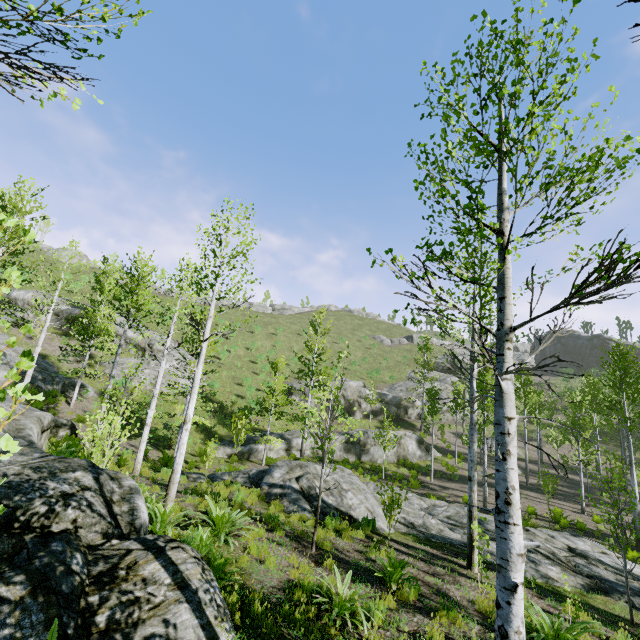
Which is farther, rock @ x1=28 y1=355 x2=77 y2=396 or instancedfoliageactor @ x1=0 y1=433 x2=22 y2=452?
rock @ x1=28 y1=355 x2=77 y2=396

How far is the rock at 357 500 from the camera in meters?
10.6 m

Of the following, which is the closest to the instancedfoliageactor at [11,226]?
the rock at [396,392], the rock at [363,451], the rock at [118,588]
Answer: the rock at [118,588]

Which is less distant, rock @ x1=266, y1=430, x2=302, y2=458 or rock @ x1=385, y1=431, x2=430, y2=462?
rock @ x1=266, y1=430, x2=302, y2=458

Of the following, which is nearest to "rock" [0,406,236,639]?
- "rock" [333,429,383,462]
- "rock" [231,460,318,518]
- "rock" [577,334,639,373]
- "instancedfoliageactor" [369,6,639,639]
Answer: "instancedfoliageactor" [369,6,639,639]

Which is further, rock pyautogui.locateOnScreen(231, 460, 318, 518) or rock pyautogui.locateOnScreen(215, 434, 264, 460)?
rock pyautogui.locateOnScreen(215, 434, 264, 460)

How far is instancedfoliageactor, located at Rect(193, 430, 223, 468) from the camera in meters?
17.9 m

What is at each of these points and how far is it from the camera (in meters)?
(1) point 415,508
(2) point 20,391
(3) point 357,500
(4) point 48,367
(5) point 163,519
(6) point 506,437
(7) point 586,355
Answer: (1) rock, 12.95
(2) instancedfoliageactor, 1.24
(3) rock, 11.71
(4) rock, 23.66
(5) instancedfoliageactor, 6.77
(6) instancedfoliageactor, 2.90
(7) rock, 59.12
